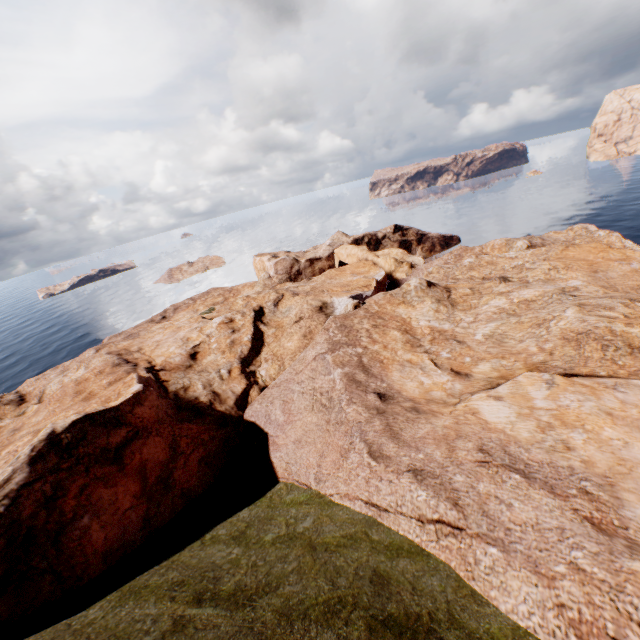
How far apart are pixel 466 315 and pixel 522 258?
15.77m
